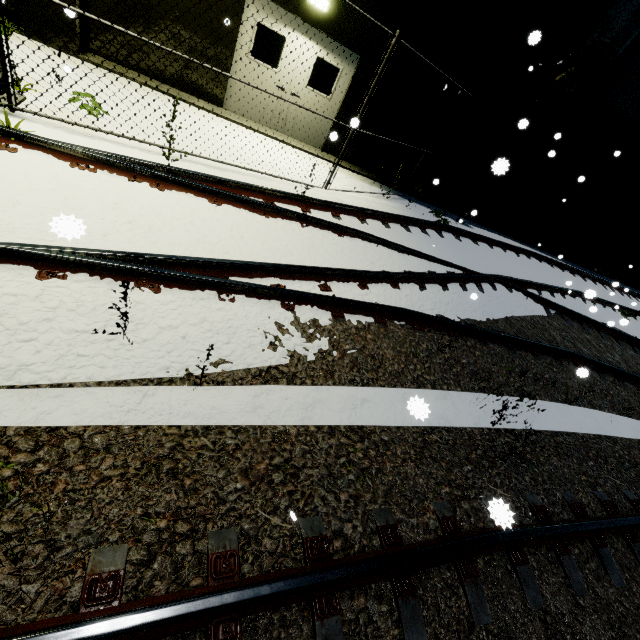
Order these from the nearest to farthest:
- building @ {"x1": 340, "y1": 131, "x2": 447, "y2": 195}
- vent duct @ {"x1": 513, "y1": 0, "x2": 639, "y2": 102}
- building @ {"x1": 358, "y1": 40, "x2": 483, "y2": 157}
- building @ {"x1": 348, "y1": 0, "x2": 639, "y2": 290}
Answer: vent duct @ {"x1": 513, "y1": 0, "x2": 639, "y2": 102} < building @ {"x1": 348, "y1": 0, "x2": 639, "y2": 290} < building @ {"x1": 358, "y1": 40, "x2": 483, "y2": 157} < building @ {"x1": 340, "y1": 131, "x2": 447, "y2": 195}

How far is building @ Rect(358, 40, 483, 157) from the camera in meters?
8.8

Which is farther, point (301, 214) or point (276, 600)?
point (301, 214)

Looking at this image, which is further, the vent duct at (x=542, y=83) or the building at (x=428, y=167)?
the building at (x=428, y=167)

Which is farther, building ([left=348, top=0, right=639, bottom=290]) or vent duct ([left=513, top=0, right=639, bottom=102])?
building ([left=348, top=0, right=639, bottom=290])

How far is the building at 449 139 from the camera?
8.84m

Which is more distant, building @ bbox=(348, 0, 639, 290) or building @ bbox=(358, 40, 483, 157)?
building @ bbox=(358, 40, 483, 157)
